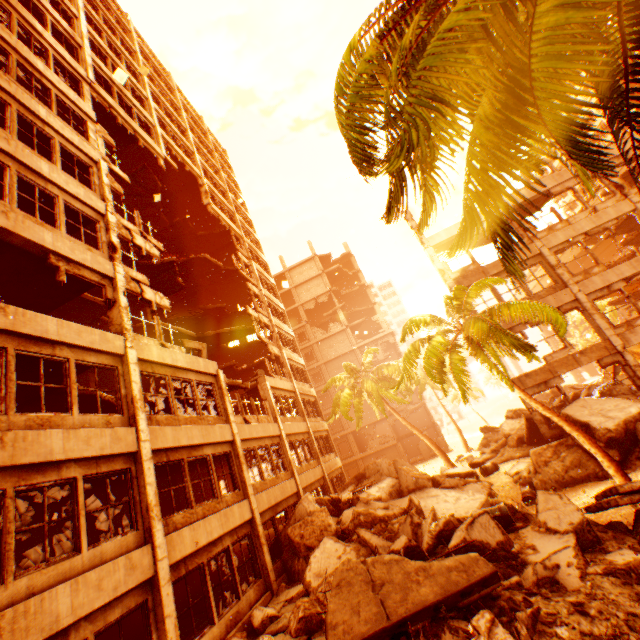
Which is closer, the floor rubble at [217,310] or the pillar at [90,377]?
the pillar at [90,377]

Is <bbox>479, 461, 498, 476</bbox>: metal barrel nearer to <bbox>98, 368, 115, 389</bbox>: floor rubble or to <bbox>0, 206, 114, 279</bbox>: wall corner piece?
<bbox>0, 206, 114, 279</bbox>: wall corner piece

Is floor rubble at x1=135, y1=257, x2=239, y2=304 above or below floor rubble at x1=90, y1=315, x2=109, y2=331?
above

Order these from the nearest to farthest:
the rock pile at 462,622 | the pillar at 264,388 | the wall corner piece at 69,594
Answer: the wall corner piece at 69,594 < the rock pile at 462,622 < the pillar at 264,388

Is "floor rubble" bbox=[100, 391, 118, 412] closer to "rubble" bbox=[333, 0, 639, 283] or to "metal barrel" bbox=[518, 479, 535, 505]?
"rubble" bbox=[333, 0, 639, 283]

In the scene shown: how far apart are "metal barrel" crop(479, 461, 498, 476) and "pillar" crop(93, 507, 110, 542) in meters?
17.4

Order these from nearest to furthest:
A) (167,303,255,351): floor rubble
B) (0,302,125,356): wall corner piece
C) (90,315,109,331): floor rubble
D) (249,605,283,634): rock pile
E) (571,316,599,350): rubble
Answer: (0,302,125,356): wall corner piece → (249,605,283,634): rock pile → (90,315,109,331): floor rubble → (167,303,255,351): floor rubble → (571,316,599,350): rubble

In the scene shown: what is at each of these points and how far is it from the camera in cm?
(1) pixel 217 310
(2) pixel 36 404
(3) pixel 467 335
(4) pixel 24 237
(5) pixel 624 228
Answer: (1) floor rubble, 2748
(2) floor rubble, 1128
(3) rubble, 1142
(4) wall corner piece, 871
(5) floor rubble, 2041
